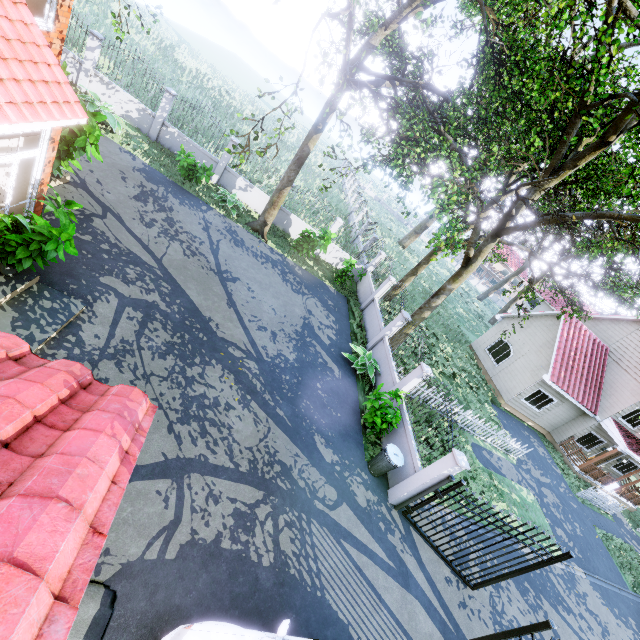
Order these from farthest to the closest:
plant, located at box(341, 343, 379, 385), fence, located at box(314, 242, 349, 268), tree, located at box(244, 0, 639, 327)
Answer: fence, located at box(314, 242, 349, 268) → plant, located at box(341, 343, 379, 385) → tree, located at box(244, 0, 639, 327)

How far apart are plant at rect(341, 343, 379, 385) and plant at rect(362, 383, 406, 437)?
1.66m

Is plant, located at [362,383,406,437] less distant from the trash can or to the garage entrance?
the trash can

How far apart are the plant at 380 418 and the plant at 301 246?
7.85m

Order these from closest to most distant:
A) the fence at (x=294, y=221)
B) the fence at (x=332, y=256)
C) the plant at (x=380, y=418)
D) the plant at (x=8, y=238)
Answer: the plant at (x=8, y=238) → the plant at (x=380, y=418) → the fence at (x=294, y=221) → the fence at (x=332, y=256)

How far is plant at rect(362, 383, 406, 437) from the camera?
9.93m

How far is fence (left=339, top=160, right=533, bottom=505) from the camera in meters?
8.7

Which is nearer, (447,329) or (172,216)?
(172,216)
